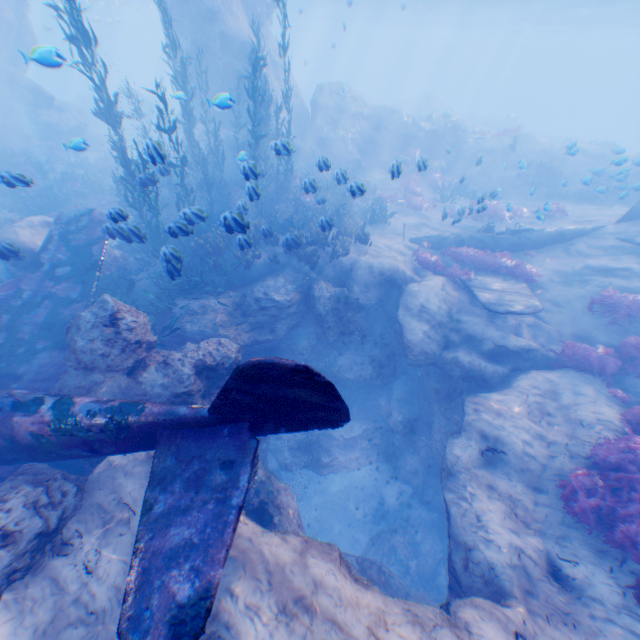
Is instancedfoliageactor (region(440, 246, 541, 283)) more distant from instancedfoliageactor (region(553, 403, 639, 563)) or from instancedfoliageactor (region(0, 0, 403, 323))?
instancedfoliageactor (region(553, 403, 639, 563))

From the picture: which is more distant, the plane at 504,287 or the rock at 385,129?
the rock at 385,129

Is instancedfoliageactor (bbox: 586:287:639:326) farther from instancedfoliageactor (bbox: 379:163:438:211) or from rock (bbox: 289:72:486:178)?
instancedfoliageactor (bbox: 379:163:438:211)

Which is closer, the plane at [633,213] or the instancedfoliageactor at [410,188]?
the instancedfoliageactor at [410,188]

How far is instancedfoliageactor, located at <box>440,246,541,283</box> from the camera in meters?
12.5 m

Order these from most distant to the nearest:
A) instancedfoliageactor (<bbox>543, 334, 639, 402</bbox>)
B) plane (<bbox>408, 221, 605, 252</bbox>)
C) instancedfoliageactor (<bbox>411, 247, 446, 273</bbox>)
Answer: plane (<bbox>408, 221, 605, 252</bbox>)
instancedfoliageactor (<bbox>411, 247, 446, 273</bbox>)
instancedfoliageactor (<bbox>543, 334, 639, 402</bbox>)

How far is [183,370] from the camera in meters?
6.9

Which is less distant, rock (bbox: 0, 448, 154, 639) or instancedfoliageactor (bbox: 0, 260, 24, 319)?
rock (bbox: 0, 448, 154, 639)
